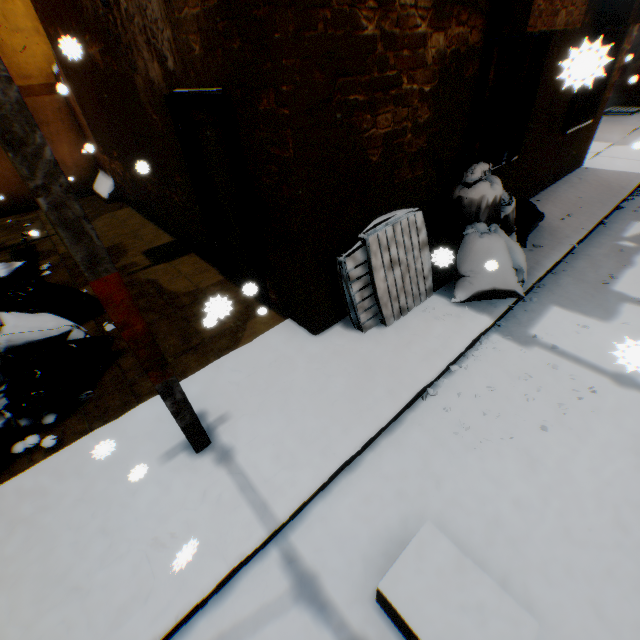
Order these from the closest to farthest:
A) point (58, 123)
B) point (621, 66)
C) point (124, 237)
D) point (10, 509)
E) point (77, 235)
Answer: point (77, 235)
point (10, 509)
point (124, 237)
point (58, 123)
point (621, 66)

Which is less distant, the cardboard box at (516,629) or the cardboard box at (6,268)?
the cardboard box at (516,629)

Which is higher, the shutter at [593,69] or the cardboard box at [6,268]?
the shutter at [593,69]

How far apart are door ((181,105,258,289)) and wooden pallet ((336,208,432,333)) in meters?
1.3

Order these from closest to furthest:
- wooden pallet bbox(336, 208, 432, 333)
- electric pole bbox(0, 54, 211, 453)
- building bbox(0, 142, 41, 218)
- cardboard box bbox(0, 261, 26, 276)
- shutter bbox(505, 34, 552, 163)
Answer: electric pole bbox(0, 54, 211, 453) → wooden pallet bbox(336, 208, 432, 333) → shutter bbox(505, 34, 552, 163) → cardboard box bbox(0, 261, 26, 276) → building bbox(0, 142, 41, 218)

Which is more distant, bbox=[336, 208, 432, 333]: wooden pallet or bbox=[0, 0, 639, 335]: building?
bbox=[336, 208, 432, 333]: wooden pallet

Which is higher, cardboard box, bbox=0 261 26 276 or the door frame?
the door frame

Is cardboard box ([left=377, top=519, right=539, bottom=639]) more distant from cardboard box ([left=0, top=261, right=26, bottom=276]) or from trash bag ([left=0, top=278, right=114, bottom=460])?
cardboard box ([left=0, top=261, right=26, bottom=276])
